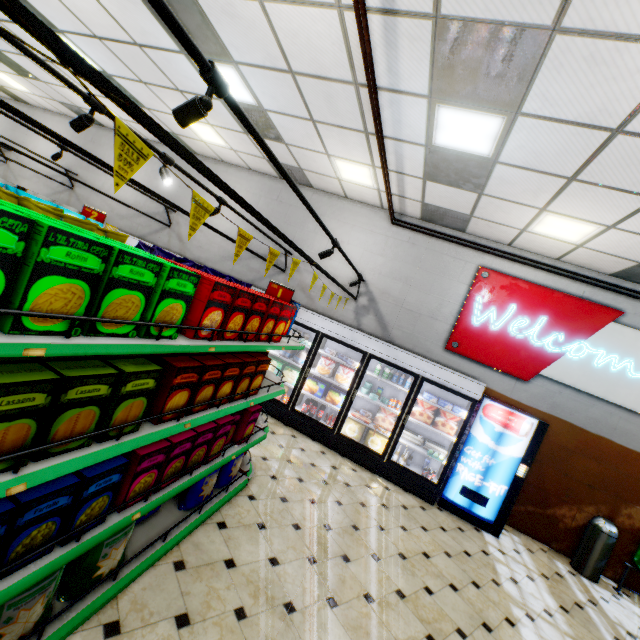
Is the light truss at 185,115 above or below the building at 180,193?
below

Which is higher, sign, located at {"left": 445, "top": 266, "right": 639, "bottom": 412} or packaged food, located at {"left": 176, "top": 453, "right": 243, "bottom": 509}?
sign, located at {"left": 445, "top": 266, "right": 639, "bottom": 412}

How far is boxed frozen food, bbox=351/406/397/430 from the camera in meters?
6.1 m

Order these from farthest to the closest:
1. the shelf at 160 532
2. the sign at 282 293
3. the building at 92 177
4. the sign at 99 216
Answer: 1. the building at 92 177
2. the sign at 99 216
3. the sign at 282 293
4. the shelf at 160 532

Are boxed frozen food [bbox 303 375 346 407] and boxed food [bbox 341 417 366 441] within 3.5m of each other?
yes

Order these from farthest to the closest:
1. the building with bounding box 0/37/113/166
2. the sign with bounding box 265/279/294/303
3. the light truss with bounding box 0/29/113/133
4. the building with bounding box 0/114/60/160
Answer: Answer:
1. the building with bounding box 0/114/60/160
2. the building with bounding box 0/37/113/166
3. the sign with bounding box 265/279/294/303
4. the light truss with bounding box 0/29/113/133

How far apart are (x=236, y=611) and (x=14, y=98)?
15.9m

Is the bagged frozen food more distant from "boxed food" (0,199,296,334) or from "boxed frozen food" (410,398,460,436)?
"boxed food" (0,199,296,334)
